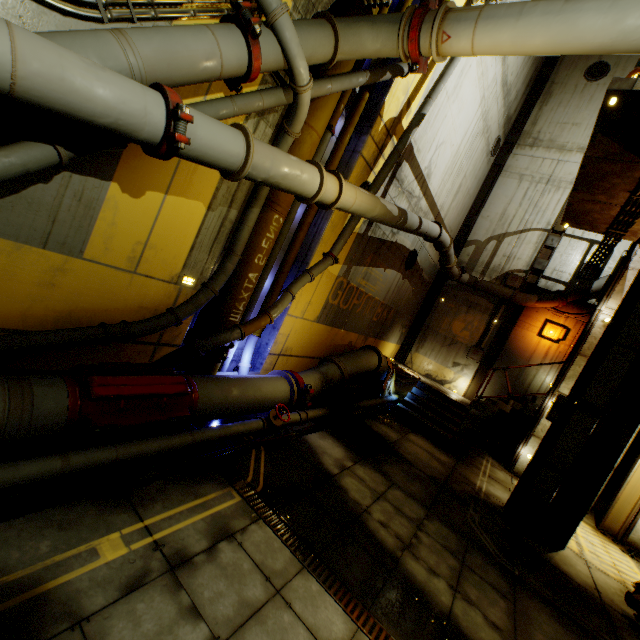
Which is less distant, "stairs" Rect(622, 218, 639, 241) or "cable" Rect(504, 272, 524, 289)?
"stairs" Rect(622, 218, 639, 241)

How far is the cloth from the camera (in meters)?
11.66

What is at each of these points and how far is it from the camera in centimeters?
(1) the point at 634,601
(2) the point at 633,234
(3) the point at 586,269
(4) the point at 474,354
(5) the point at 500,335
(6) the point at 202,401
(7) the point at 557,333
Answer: (1) trolley, 557cm
(2) stairs, 938cm
(3) cable, 1239cm
(4) cable, 1392cm
(5) beam, 1366cm
(6) pipe, 487cm
(7) cable, 1255cm

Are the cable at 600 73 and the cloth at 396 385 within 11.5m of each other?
no

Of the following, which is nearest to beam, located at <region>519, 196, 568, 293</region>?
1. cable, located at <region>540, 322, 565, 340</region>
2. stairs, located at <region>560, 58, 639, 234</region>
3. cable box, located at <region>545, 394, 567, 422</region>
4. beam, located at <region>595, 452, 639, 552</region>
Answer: stairs, located at <region>560, 58, 639, 234</region>

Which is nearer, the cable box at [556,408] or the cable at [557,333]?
the cable box at [556,408]

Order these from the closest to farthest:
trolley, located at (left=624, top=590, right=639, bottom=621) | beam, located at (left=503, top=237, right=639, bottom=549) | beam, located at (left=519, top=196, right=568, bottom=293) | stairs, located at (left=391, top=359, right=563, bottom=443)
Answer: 1. trolley, located at (left=624, top=590, right=639, bottom=621)
2. beam, located at (left=503, top=237, right=639, bottom=549)
3. stairs, located at (left=391, top=359, right=563, bottom=443)
4. beam, located at (left=519, top=196, right=568, bottom=293)

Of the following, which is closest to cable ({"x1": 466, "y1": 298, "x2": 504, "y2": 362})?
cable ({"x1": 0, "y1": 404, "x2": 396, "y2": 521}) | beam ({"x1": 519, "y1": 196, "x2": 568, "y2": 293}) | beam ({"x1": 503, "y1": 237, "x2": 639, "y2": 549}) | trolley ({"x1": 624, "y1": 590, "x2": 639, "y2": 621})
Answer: beam ({"x1": 519, "y1": 196, "x2": 568, "y2": 293})
